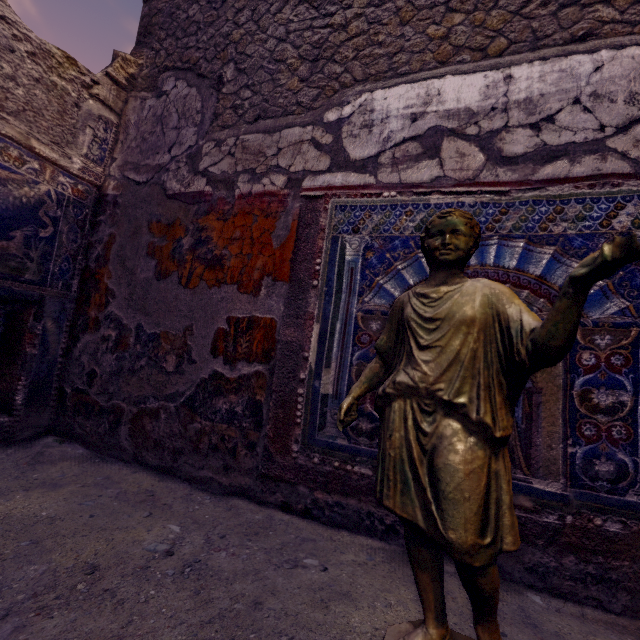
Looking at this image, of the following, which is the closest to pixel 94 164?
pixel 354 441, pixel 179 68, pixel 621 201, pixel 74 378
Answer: pixel 179 68
